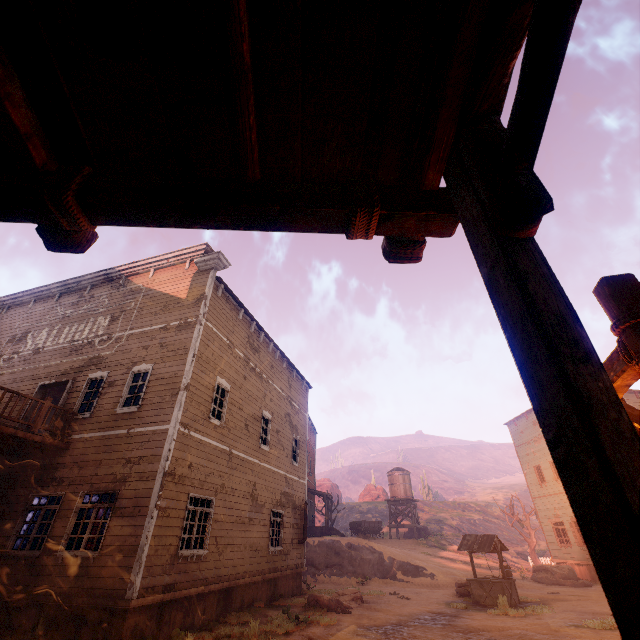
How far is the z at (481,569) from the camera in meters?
20.6

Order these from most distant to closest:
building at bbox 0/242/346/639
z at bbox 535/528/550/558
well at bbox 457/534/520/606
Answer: z at bbox 535/528/550/558 < well at bbox 457/534/520/606 < building at bbox 0/242/346/639

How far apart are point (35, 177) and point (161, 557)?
10.21m

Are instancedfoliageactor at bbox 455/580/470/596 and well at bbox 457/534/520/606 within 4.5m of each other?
yes

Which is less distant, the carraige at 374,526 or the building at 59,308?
the building at 59,308

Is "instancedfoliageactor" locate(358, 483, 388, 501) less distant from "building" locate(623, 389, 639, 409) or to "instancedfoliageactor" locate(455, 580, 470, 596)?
"building" locate(623, 389, 639, 409)

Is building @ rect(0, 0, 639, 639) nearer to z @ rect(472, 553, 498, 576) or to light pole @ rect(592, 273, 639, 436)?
z @ rect(472, 553, 498, 576)

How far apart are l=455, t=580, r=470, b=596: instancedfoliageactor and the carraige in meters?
18.1
